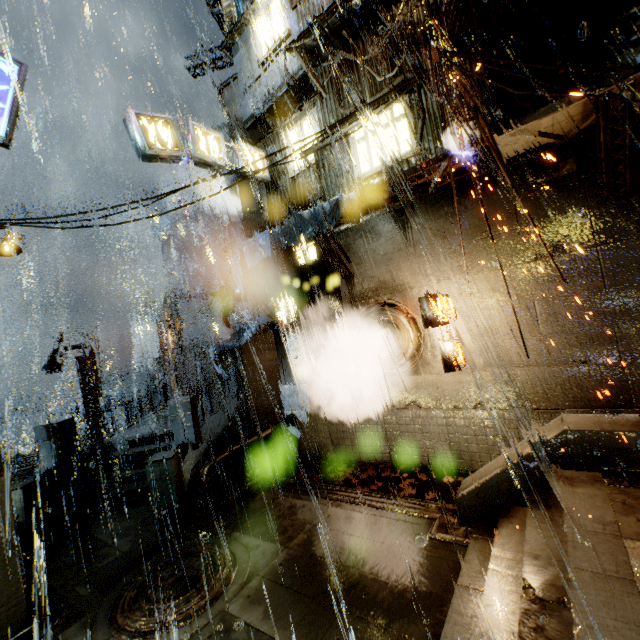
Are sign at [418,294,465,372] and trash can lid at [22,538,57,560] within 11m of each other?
no

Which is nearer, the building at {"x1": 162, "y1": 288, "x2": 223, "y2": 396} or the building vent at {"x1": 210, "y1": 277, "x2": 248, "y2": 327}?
the building vent at {"x1": 210, "y1": 277, "x2": 248, "y2": 327}

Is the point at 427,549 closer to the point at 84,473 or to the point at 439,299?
the point at 439,299

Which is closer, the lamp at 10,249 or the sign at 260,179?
the lamp at 10,249

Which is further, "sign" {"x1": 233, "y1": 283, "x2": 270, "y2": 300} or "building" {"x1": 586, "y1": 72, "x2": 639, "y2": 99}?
"sign" {"x1": 233, "y1": 283, "x2": 270, "y2": 300}

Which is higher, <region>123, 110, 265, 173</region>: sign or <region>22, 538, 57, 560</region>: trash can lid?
<region>123, 110, 265, 173</region>: sign

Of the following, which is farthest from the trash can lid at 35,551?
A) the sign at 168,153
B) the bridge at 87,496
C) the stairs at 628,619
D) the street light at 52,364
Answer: the street light at 52,364

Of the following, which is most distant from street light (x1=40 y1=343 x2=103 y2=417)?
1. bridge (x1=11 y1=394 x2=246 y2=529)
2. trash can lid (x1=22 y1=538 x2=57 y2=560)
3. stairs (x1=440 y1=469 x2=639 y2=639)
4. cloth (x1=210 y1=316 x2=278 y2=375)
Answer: stairs (x1=440 y1=469 x2=639 y2=639)
